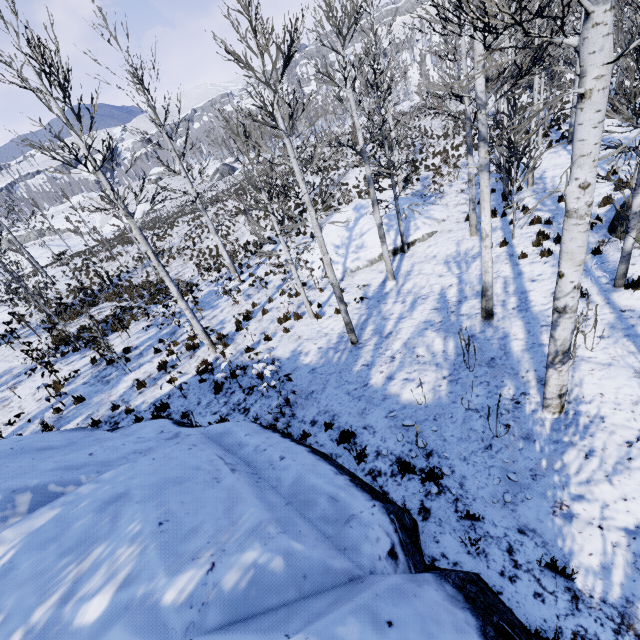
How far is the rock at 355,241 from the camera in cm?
1499

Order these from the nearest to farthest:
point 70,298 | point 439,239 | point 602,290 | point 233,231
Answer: point 602,290 < point 439,239 < point 70,298 < point 233,231

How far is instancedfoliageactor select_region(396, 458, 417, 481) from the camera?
5.20m

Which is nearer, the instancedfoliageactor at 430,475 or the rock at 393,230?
the instancedfoliageactor at 430,475

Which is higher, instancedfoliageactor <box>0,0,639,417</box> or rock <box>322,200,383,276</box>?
instancedfoliageactor <box>0,0,639,417</box>

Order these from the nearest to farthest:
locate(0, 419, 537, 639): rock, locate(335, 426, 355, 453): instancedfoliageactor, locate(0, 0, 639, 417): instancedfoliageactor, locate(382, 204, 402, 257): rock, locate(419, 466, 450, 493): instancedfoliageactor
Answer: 1. locate(0, 419, 537, 639): rock
2. locate(0, 0, 639, 417): instancedfoliageactor
3. locate(419, 466, 450, 493): instancedfoliageactor
4. locate(335, 426, 355, 453): instancedfoliageactor
5. locate(382, 204, 402, 257): rock

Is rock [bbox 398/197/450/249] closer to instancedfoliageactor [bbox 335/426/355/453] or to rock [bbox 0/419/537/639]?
instancedfoliageactor [bbox 335/426/355/453]
